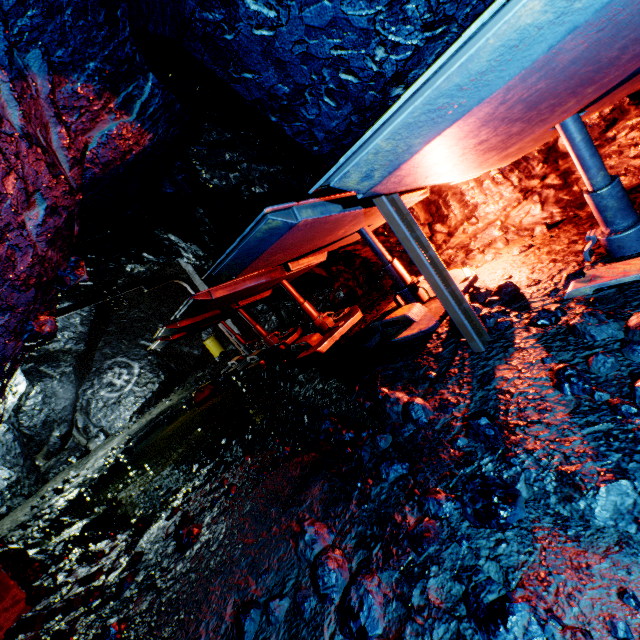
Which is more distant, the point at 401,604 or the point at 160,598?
the point at 160,598

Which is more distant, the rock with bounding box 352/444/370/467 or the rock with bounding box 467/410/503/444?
the rock with bounding box 352/444/370/467

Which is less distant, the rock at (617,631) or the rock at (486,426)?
the rock at (617,631)

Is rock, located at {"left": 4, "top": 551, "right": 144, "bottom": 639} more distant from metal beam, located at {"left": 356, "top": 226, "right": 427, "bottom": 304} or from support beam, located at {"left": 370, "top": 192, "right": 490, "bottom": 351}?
metal beam, located at {"left": 356, "top": 226, "right": 427, "bottom": 304}

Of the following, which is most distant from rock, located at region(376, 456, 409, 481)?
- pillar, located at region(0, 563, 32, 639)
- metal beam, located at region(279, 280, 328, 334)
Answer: metal beam, located at region(279, 280, 328, 334)

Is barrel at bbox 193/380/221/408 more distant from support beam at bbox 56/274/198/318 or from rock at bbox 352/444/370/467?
support beam at bbox 56/274/198/318

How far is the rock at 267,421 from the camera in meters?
4.9
